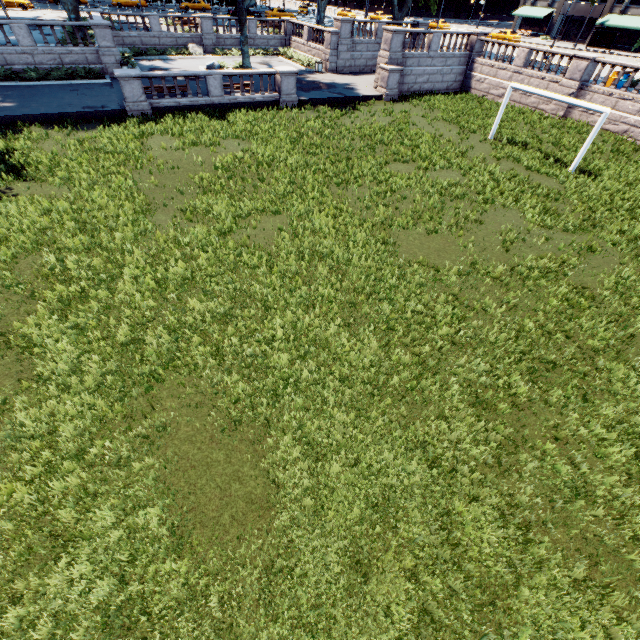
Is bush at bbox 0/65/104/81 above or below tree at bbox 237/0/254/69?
below

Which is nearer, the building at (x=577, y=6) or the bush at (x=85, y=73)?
the bush at (x=85, y=73)

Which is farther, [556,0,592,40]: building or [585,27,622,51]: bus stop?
[556,0,592,40]: building

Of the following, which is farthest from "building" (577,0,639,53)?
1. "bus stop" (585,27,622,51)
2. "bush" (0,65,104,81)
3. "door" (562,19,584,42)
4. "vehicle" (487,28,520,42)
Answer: "bush" (0,65,104,81)

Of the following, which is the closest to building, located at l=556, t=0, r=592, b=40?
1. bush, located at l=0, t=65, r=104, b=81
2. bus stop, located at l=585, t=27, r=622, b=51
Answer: bus stop, located at l=585, t=27, r=622, b=51

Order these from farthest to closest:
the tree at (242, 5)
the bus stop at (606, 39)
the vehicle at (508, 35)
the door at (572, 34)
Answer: the door at (572, 34) < the vehicle at (508, 35) < the bus stop at (606, 39) < the tree at (242, 5)

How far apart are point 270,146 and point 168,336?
14.0 meters

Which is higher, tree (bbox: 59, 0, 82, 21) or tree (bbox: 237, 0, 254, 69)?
tree (bbox: 237, 0, 254, 69)
